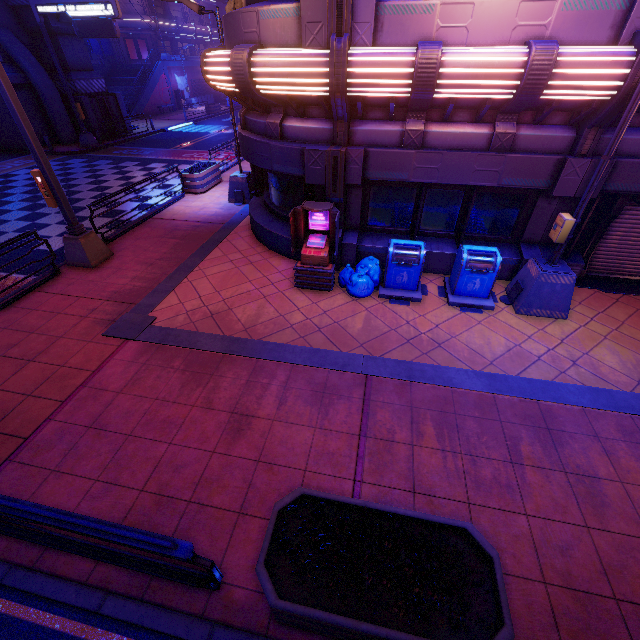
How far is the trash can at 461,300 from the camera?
7.2m

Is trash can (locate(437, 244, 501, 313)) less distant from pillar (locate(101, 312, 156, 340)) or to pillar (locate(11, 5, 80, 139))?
pillar (locate(101, 312, 156, 340))

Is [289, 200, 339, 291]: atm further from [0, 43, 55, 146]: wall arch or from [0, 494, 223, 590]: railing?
[0, 43, 55, 146]: wall arch

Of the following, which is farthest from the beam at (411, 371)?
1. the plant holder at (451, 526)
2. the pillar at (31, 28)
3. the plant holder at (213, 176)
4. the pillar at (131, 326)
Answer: the pillar at (31, 28)

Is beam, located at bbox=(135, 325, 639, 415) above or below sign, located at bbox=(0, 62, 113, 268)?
below

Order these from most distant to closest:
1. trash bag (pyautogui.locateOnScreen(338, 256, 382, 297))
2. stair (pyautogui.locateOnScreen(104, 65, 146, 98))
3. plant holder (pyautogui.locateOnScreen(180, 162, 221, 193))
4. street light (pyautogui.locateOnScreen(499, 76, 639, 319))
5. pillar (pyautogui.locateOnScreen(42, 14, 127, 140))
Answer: stair (pyautogui.locateOnScreen(104, 65, 146, 98)), pillar (pyautogui.locateOnScreen(42, 14, 127, 140)), plant holder (pyautogui.locateOnScreen(180, 162, 221, 193)), trash bag (pyautogui.locateOnScreen(338, 256, 382, 297)), street light (pyautogui.locateOnScreen(499, 76, 639, 319))

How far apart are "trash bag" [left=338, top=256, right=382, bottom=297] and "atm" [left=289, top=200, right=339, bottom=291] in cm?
12

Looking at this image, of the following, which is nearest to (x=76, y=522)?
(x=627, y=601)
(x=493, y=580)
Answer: (x=493, y=580)
